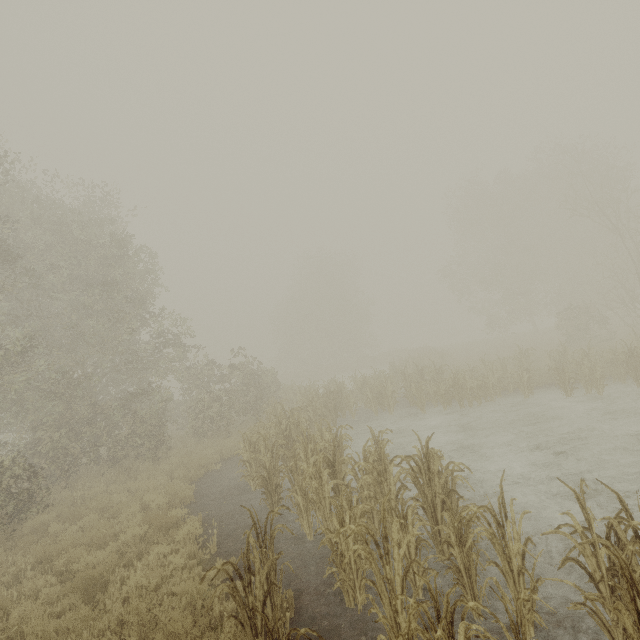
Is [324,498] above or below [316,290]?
below
